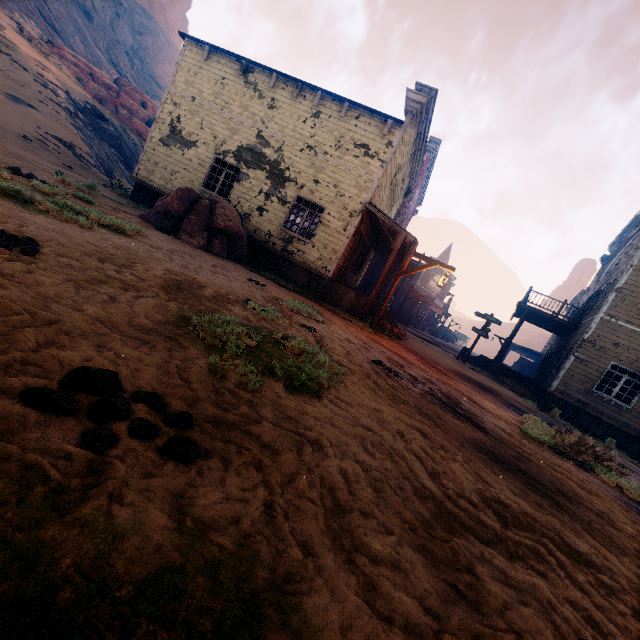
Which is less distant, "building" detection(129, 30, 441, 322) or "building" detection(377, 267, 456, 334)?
"building" detection(129, 30, 441, 322)

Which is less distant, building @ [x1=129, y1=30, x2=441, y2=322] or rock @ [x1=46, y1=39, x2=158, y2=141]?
building @ [x1=129, y1=30, x2=441, y2=322]

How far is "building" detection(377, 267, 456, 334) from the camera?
16.0m

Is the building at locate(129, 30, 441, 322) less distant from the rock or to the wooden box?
the wooden box

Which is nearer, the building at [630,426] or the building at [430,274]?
the building at [630,426]

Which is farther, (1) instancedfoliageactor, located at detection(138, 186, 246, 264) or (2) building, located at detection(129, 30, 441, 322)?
(2) building, located at detection(129, 30, 441, 322)

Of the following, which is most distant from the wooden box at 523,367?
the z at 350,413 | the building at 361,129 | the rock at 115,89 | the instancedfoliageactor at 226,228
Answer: the rock at 115,89

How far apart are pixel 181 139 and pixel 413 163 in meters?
11.6
